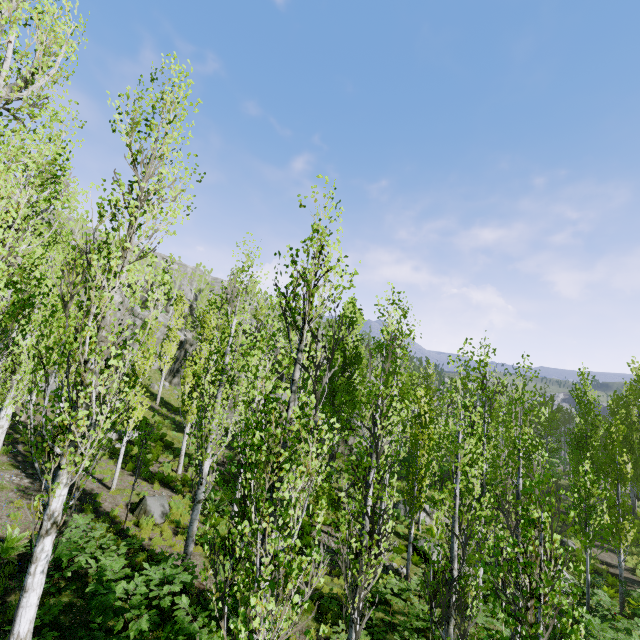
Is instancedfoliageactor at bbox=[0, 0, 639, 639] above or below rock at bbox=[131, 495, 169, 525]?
above

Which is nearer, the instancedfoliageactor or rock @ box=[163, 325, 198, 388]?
the instancedfoliageactor

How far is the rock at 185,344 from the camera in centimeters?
3600cm

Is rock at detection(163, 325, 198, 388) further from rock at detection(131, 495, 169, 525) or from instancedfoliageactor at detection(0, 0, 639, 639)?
rock at detection(131, 495, 169, 525)

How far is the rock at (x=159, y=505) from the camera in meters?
12.5 m

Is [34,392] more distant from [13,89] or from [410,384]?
[410,384]

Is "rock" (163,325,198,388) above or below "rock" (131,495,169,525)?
above

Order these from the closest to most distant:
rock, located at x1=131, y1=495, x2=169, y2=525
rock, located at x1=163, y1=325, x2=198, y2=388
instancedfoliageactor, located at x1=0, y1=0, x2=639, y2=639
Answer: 1. instancedfoliageactor, located at x1=0, y1=0, x2=639, y2=639
2. rock, located at x1=131, y1=495, x2=169, y2=525
3. rock, located at x1=163, y1=325, x2=198, y2=388
